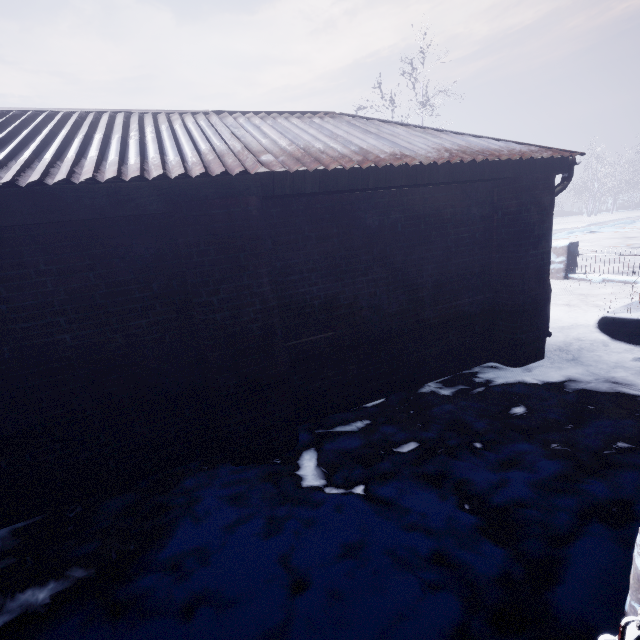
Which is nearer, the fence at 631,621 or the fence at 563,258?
the fence at 631,621

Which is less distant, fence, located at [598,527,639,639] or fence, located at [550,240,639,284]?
fence, located at [598,527,639,639]

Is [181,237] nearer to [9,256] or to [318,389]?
[9,256]
